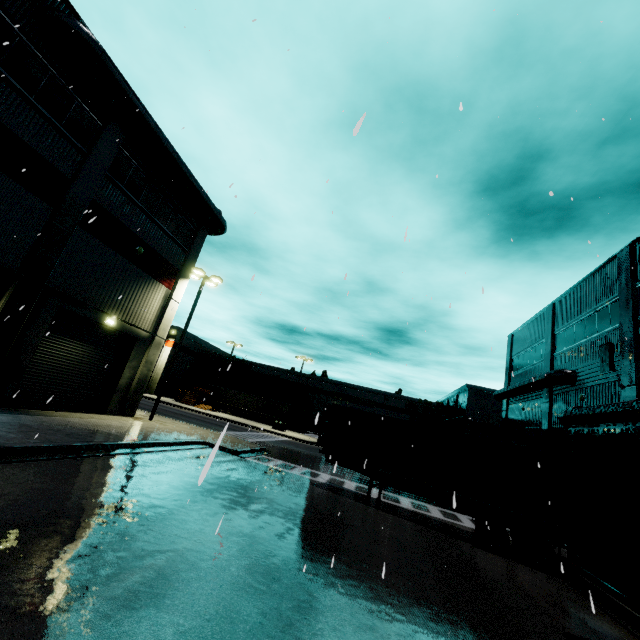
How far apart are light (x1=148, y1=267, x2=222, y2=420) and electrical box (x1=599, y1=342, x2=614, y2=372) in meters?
23.0

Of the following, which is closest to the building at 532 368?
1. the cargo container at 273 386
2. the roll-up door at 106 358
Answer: the roll-up door at 106 358

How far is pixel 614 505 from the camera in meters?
5.7

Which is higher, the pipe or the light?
the light

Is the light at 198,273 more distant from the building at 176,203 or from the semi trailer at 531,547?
the semi trailer at 531,547

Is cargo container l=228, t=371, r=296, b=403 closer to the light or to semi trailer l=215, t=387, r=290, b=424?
semi trailer l=215, t=387, r=290, b=424

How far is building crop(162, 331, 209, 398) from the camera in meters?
51.9 m

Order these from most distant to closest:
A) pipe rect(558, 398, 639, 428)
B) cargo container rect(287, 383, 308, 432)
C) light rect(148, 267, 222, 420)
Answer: cargo container rect(287, 383, 308, 432) → light rect(148, 267, 222, 420) → pipe rect(558, 398, 639, 428)
